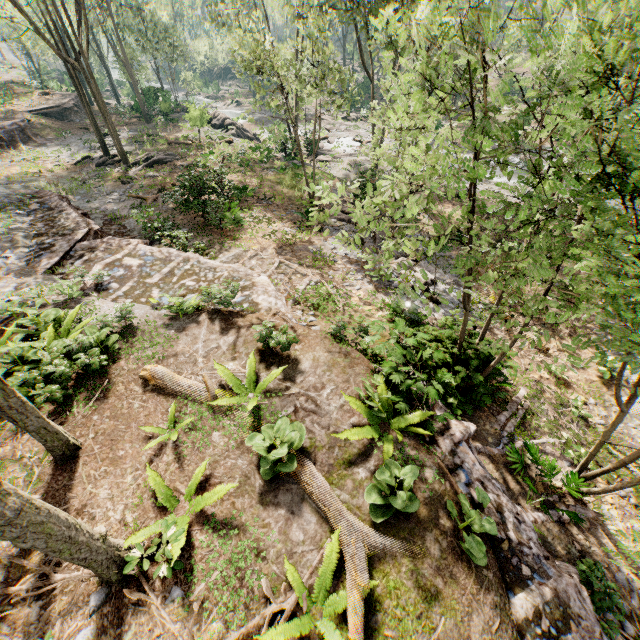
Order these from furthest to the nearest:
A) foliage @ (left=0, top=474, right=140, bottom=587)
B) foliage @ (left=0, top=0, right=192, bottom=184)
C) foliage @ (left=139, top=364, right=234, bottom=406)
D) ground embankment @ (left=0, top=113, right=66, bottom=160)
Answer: ground embankment @ (left=0, top=113, right=66, bottom=160)
foliage @ (left=0, top=0, right=192, bottom=184)
foliage @ (left=139, top=364, right=234, bottom=406)
foliage @ (left=0, top=474, right=140, bottom=587)

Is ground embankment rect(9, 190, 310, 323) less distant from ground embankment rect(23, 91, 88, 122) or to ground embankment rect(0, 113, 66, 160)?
ground embankment rect(0, 113, 66, 160)

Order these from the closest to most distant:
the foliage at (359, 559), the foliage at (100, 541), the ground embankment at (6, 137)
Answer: the foliage at (100, 541)
the foliage at (359, 559)
the ground embankment at (6, 137)

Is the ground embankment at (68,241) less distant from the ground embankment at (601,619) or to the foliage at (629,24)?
the foliage at (629,24)

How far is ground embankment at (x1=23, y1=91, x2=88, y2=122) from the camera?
34.2m

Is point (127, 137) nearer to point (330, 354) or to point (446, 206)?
point (446, 206)

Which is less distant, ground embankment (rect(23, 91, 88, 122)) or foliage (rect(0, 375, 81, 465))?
foliage (rect(0, 375, 81, 465))

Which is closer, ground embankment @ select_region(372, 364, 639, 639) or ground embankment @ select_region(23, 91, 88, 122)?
ground embankment @ select_region(372, 364, 639, 639)
